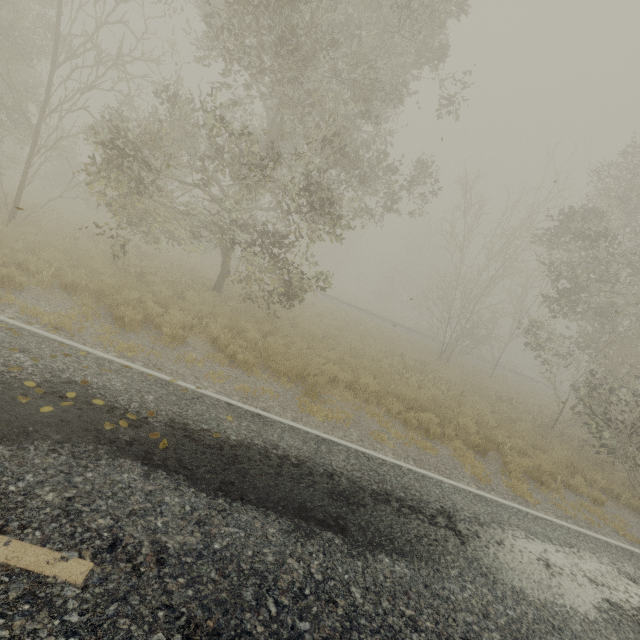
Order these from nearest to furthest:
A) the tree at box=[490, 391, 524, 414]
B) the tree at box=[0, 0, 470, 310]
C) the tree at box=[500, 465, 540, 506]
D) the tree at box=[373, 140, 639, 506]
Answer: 1. the tree at box=[500, 465, 540, 506]
2. the tree at box=[0, 0, 470, 310]
3. the tree at box=[373, 140, 639, 506]
4. the tree at box=[490, 391, 524, 414]

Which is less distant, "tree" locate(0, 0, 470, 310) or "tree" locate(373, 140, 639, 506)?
"tree" locate(0, 0, 470, 310)

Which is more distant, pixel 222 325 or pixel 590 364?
pixel 590 364

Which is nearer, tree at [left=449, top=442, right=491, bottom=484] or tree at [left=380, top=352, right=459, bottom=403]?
tree at [left=449, top=442, right=491, bottom=484]

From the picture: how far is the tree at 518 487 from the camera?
7.5m

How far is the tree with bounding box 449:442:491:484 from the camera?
7.52m
